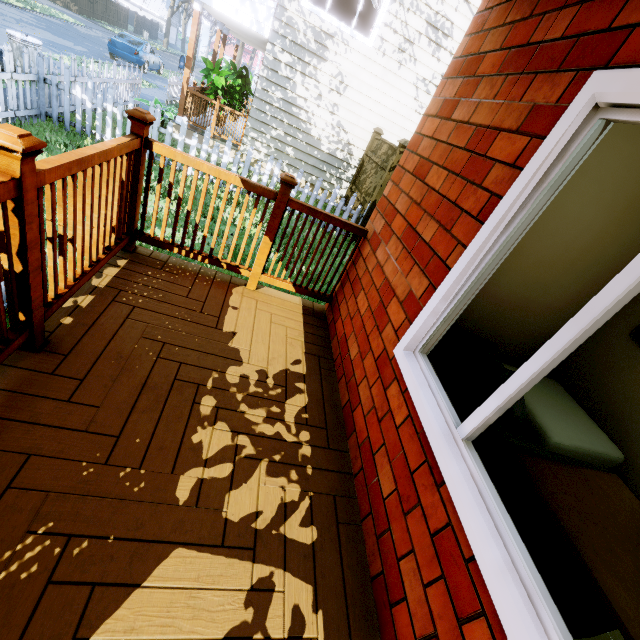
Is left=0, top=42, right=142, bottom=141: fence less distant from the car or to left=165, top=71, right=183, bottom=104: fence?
left=165, top=71, right=183, bottom=104: fence

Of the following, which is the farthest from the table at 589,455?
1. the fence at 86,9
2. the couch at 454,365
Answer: the fence at 86,9

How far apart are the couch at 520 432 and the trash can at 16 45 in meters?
11.7 m

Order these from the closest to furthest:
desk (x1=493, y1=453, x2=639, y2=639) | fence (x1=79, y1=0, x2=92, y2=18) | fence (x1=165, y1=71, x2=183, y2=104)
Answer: desk (x1=493, y1=453, x2=639, y2=639), fence (x1=165, y1=71, x2=183, y2=104), fence (x1=79, y1=0, x2=92, y2=18)

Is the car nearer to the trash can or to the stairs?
the trash can

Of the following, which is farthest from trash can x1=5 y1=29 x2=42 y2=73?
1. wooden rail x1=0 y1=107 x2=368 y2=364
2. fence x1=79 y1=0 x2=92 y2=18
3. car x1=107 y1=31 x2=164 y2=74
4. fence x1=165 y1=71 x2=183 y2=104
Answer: car x1=107 y1=31 x2=164 y2=74

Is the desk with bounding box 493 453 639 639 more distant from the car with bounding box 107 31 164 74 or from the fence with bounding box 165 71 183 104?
the car with bounding box 107 31 164 74

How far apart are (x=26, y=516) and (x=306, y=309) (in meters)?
2.39
